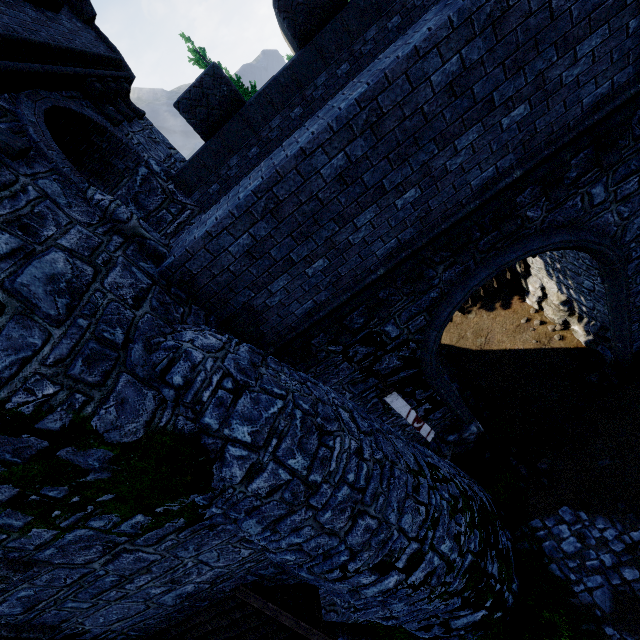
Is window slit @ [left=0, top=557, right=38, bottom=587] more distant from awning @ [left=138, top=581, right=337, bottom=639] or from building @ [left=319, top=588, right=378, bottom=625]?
awning @ [left=138, top=581, right=337, bottom=639]

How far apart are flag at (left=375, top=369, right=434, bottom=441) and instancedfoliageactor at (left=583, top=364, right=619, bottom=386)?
6.0 meters

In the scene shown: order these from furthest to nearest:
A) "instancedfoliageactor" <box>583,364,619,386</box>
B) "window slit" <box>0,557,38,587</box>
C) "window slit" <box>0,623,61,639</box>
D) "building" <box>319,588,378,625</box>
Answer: "instancedfoliageactor" <box>583,364,619,386</box> < "building" <box>319,588,378,625</box> < "window slit" <box>0,623,61,639</box> < "window slit" <box>0,557,38,587</box>

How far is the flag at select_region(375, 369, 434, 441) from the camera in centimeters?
745cm

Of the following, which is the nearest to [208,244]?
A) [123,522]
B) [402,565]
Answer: [123,522]

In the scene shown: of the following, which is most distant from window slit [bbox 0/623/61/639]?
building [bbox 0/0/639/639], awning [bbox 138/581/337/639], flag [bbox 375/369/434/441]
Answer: flag [bbox 375/369/434/441]

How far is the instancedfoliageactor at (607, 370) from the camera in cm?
1011

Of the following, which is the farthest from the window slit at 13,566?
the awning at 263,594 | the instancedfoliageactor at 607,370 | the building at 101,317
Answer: the instancedfoliageactor at 607,370
